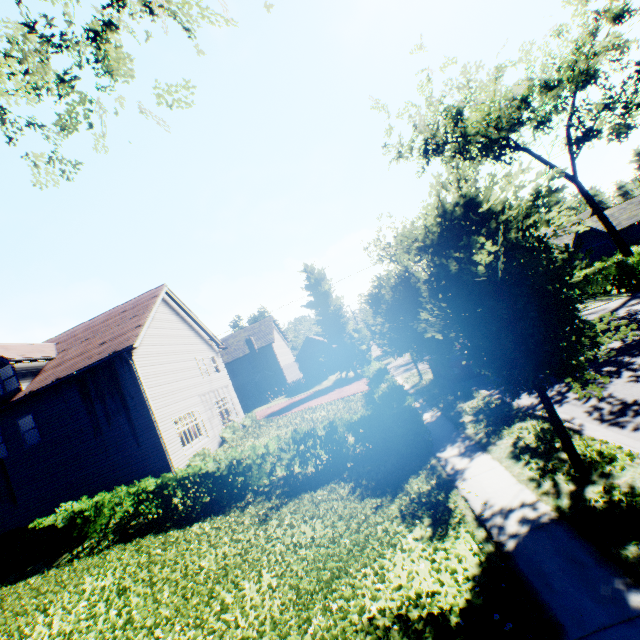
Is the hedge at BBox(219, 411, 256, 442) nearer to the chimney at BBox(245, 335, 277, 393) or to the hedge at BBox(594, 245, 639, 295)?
the chimney at BBox(245, 335, 277, 393)

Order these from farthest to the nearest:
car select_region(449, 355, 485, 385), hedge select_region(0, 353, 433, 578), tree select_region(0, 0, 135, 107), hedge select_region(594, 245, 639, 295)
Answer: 1. hedge select_region(594, 245, 639, 295)
2. car select_region(449, 355, 485, 385)
3. hedge select_region(0, 353, 433, 578)
4. tree select_region(0, 0, 135, 107)

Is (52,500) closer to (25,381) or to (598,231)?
(25,381)

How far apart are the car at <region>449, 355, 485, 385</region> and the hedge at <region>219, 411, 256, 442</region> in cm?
1311

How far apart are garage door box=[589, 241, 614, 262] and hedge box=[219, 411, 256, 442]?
37.6m

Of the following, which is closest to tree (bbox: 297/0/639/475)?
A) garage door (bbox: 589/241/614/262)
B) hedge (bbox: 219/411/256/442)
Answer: garage door (bbox: 589/241/614/262)

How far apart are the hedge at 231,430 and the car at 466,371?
13.1m

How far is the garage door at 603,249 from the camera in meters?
31.4
